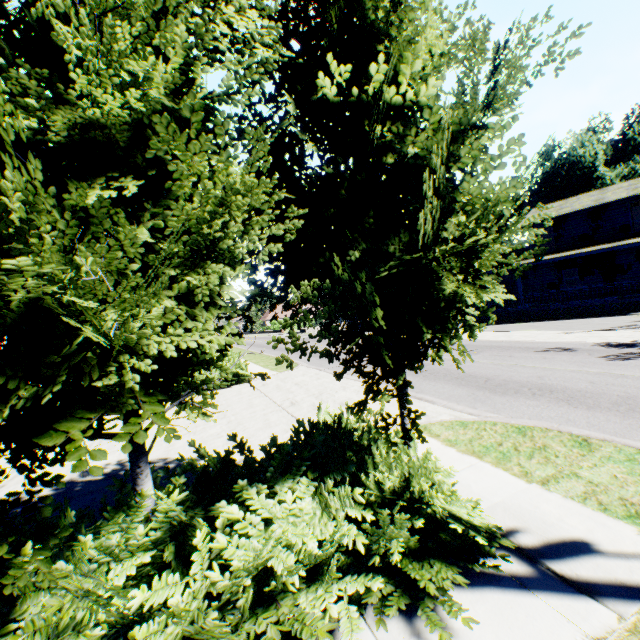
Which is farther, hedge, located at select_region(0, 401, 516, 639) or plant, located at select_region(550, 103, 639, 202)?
plant, located at select_region(550, 103, 639, 202)

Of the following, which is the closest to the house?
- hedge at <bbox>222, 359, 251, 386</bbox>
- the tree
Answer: hedge at <bbox>222, 359, 251, 386</bbox>

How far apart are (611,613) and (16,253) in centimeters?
470cm

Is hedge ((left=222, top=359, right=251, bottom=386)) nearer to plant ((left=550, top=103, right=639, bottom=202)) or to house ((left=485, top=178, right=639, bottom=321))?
plant ((left=550, top=103, right=639, bottom=202))

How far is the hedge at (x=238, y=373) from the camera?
15.4 meters

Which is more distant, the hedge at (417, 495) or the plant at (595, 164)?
the plant at (595, 164)
